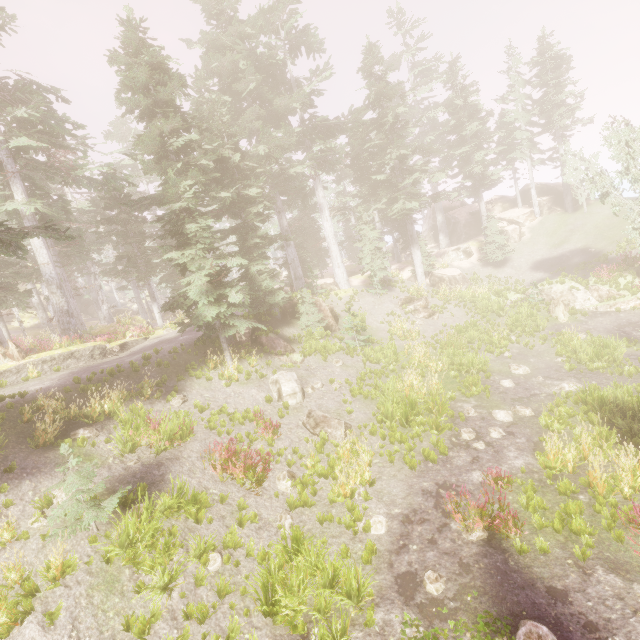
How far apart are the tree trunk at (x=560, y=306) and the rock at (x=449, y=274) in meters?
7.7 m

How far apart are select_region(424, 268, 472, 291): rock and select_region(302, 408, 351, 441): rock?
19.4m

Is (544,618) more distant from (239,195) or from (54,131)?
(54,131)

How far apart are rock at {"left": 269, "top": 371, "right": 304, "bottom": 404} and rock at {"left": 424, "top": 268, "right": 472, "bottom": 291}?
18.3 meters

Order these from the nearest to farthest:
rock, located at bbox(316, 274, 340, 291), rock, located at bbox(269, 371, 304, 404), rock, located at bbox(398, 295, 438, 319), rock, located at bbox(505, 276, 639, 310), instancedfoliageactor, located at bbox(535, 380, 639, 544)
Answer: instancedfoliageactor, located at bbox(535, 380, 639, 544) < rock, located at bbox(269, 371, 304, 404) < rock, located at bbox(505, 276, 639, 310) < rock, located at bbox(398, 295, 438, 319) < rock, located at bbox(316, 274, 340, 291)

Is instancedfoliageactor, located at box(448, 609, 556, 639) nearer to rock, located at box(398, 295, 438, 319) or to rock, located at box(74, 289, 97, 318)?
rock, located at box(74, 289, 97, 318)

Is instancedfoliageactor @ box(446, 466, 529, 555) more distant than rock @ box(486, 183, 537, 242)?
No

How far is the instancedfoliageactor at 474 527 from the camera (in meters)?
7.11
